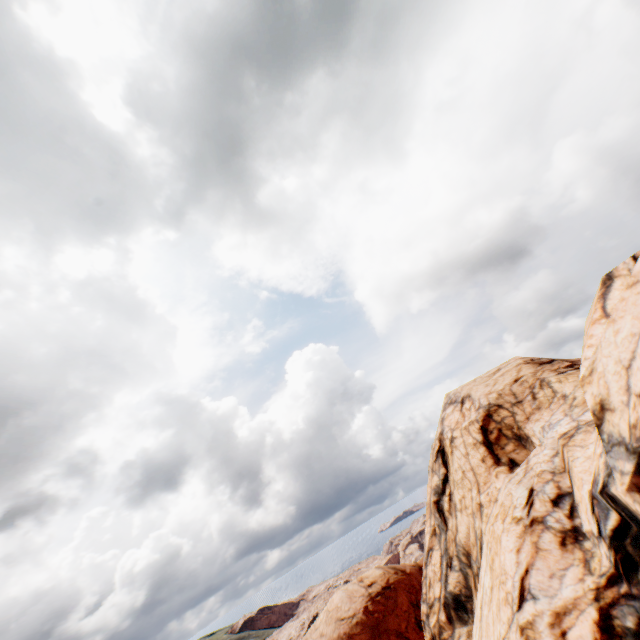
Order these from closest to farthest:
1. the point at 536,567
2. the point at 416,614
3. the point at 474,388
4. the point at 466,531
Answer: the point at 536,567 → the point at 466,531 → the point at 474,388 → the point at 416,614
